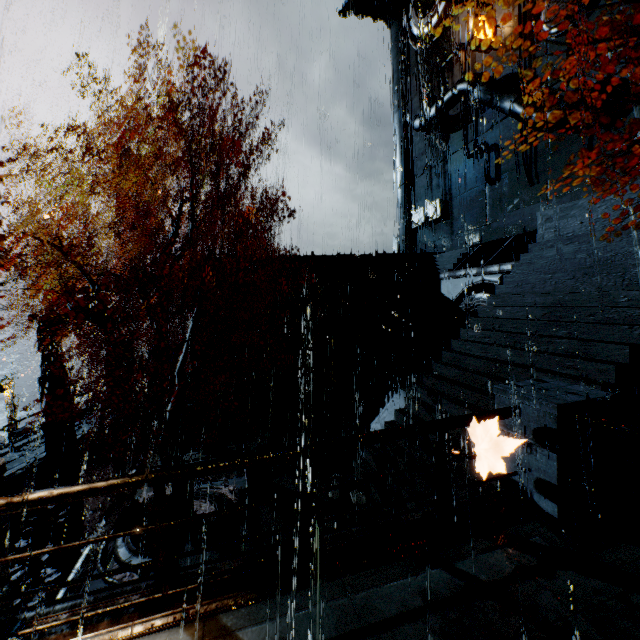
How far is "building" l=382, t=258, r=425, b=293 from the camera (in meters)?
22.53

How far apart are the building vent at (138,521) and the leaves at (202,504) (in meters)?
0.00

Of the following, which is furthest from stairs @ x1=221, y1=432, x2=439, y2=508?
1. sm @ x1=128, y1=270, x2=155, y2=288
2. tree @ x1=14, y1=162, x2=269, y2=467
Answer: sm @ x1=128, y1=270, x2=155, y2=288

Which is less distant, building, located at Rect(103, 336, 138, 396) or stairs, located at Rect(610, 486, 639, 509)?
stairs, located at Rect(610, 486, 639, 509)

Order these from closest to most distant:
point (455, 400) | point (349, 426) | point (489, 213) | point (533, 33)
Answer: point (455, 400)
point (349, 426)
point (533, 33)
point (489, 213)

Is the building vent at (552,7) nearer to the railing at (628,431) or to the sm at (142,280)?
the railing at (628,431)

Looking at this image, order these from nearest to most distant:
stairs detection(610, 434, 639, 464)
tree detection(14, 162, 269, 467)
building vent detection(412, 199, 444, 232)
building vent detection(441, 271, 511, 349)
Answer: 1. stairs detection(610, 434, 639, 464)
2. tree detection(14, 162, 269, 467)
3. building vent detection(441, 271, 511, 349)
4. building vent detection(412, 199, 444, 232)

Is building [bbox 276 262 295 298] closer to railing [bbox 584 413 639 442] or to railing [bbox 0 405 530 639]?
railing [bbox 0 405 530 639]
